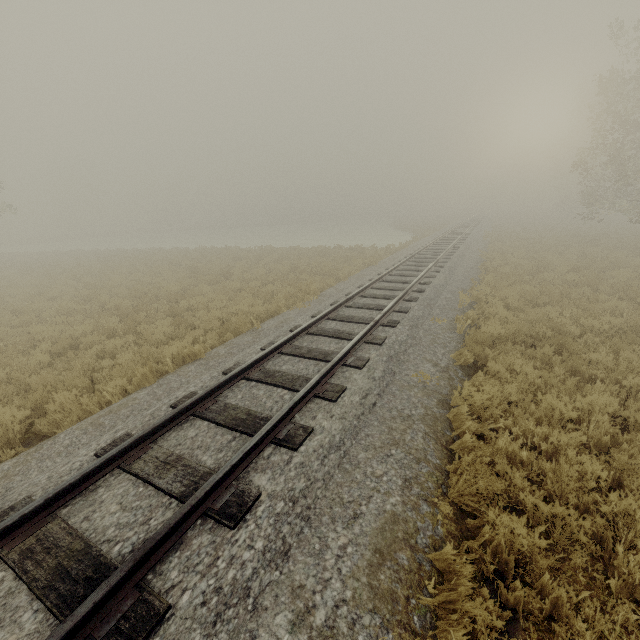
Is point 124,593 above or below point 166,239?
above
